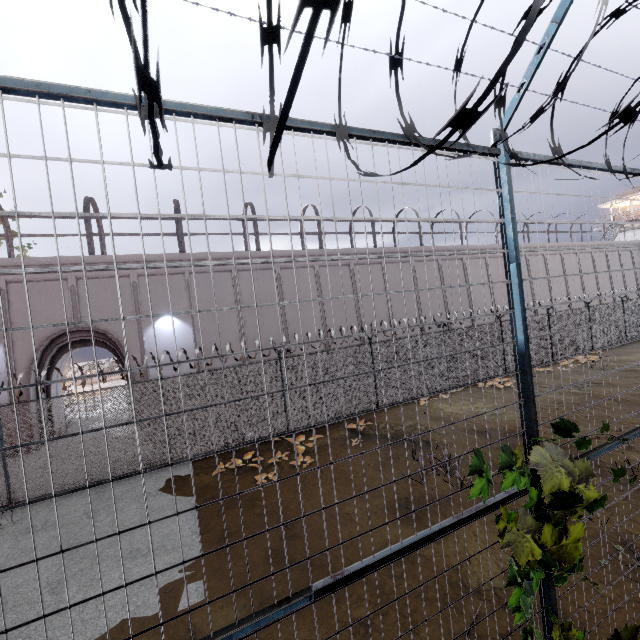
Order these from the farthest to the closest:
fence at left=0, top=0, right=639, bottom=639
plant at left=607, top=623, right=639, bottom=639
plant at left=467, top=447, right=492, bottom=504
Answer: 1. plant at left=607, top=623, right=639, bottom=639
2. plant at left=467, top=447, right=492, bottom=504
3. fence at left=0, top=0, right=639, bottom=639

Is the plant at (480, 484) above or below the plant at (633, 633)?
above

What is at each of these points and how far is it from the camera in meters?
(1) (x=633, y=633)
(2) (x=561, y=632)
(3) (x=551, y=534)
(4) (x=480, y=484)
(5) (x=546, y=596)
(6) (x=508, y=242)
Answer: (1) plant, 2.9
(2) plant, 2.7
(3) plant, 2.5
(4) plant, 2.2
(5) fence, 2.6
(6) fence, 2.6

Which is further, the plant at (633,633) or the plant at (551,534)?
the plant at (633,633)

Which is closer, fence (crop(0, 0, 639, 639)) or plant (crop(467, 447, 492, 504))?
fence (crop(0, 0, 639, 639))
